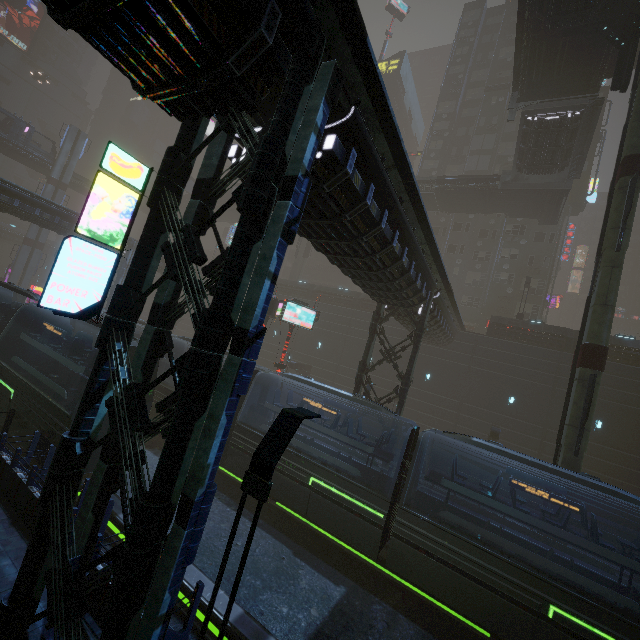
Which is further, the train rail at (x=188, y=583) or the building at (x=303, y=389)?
the building at (x=303, y=389)

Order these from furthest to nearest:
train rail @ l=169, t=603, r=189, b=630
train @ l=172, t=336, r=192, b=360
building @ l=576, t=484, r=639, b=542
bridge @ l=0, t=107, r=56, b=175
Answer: bridge @ l=0, t=107, r=56, b=175 < building @ l=576, t=484, r=639, b=542 < train @ l=172, t=336, r=192, b=360 < train rail @ l=169, t=603, r=189, b=630

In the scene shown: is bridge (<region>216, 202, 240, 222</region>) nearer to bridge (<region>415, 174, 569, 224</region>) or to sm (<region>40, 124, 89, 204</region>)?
bridge (<region>415, 174, 569, 224</region>)

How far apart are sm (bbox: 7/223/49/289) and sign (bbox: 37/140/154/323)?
52.07m

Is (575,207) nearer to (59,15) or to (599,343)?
(599,343)

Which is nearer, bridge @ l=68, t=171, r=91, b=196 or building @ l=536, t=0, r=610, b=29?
building @ l=536, t=0, r=610, b=29

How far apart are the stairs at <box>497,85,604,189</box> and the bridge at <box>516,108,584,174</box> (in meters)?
0.01

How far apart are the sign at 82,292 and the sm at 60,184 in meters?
52.1 m
